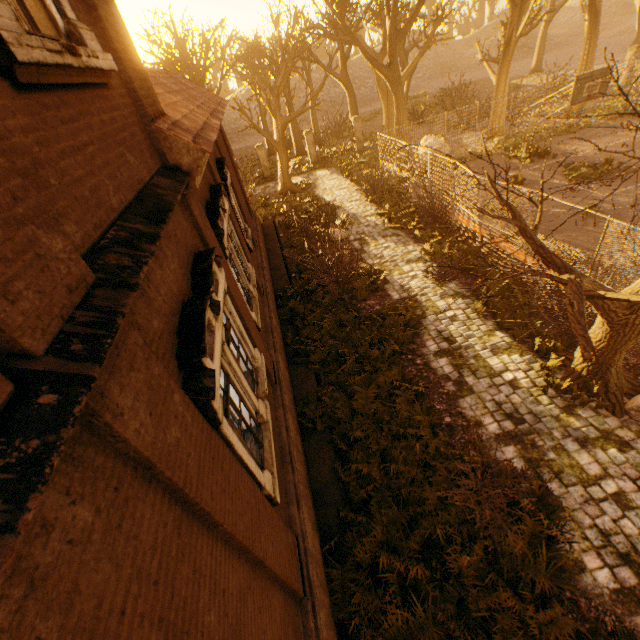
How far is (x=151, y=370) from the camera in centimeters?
233cm

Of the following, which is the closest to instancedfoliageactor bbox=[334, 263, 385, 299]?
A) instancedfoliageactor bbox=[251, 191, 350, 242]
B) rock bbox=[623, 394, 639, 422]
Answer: instancedfoliageactor bbox=[251, 191, 350, 242]

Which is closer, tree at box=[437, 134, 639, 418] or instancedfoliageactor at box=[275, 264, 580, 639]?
tree at box=[437, 134, 639, 418]

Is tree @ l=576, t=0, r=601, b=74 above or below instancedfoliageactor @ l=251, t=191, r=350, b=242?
above

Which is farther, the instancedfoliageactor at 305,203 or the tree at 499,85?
the tree at 499,85

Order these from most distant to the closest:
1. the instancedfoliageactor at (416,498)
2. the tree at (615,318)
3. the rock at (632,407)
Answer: the rock at (632,407) → the instancedfoliageactor at (416,498) → the tree at (615,318)

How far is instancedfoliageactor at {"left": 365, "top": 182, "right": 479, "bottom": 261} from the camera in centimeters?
1224cm

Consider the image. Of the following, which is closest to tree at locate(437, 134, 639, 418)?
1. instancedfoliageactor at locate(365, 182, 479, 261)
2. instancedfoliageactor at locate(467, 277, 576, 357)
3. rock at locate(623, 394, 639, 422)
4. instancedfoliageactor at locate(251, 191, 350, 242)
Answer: rock at locate(623, 394, 639, 422)
